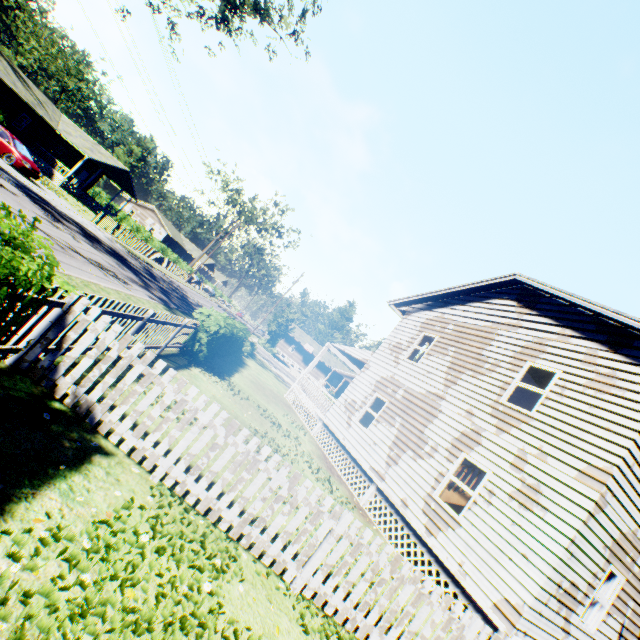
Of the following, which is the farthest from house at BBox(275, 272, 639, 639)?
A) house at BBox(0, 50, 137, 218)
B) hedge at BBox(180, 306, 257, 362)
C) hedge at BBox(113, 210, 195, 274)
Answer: hedge at BBox(113, 210, 195, 274)

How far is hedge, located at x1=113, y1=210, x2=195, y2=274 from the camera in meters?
50.4

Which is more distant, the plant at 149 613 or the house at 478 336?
the house at 478 336

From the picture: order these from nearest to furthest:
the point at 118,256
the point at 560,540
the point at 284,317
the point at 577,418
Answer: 1. the point at 560,540
2. the point at 577,418
3. the point at 118,256
4. the point at 284,317

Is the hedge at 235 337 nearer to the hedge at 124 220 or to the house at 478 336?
the house at 478 336

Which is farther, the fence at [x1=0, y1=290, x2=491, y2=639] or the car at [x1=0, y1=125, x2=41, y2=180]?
the car at [x1=0, y1=125, x2=41, y2=180]

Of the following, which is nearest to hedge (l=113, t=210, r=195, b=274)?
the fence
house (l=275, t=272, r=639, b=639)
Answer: house (l=275, t=272, r=639, b=639)

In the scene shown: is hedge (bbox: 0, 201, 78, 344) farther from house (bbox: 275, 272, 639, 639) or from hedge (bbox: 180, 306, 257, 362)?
house (bbox: 275, 272, 639, 639)
